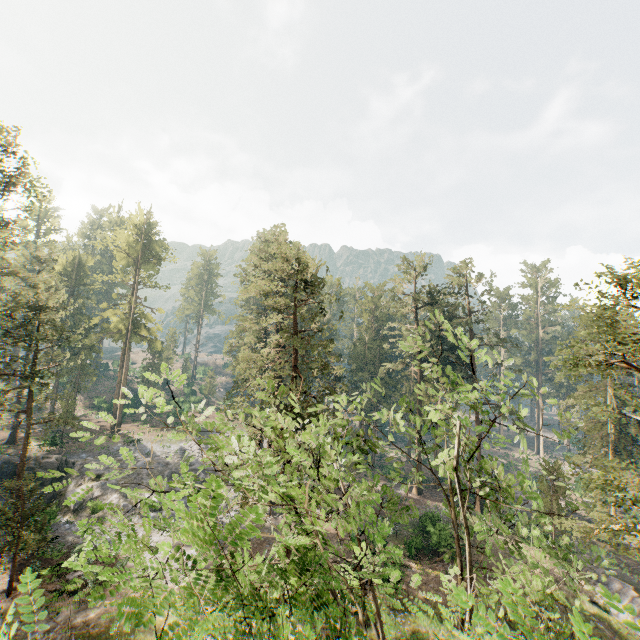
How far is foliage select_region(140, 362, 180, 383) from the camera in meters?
7.3 m

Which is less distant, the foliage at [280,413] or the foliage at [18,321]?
the foliage at [280,413]

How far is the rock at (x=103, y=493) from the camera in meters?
30.5 m

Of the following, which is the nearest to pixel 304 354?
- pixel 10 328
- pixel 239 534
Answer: pixel 239 534

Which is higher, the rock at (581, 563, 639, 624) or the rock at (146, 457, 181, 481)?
the rock at (146, 457, 181, 481)

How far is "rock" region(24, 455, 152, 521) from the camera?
30.5 meters

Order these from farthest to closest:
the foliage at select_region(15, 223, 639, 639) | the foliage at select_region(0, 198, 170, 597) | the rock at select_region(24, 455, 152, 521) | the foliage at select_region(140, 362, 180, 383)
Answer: the rock at select_region(24, 455, 152, 521)
the foliage at select_region(0, 198, 170, 597)
the foliage at select_region(140, 362, 180, 383)
the foliage at select_region(15, 223, 639, 639)
